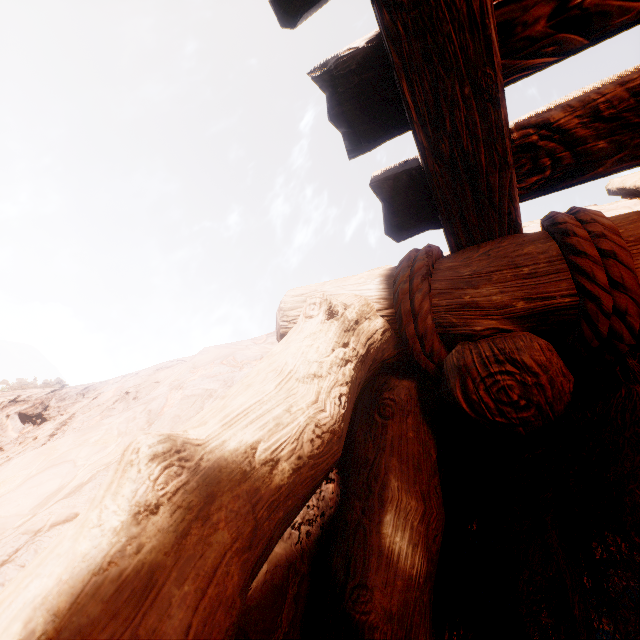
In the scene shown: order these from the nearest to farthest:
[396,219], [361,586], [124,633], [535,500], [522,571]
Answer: [124,633]
[361,586]
[396,219]
[522,571]
[535,500]

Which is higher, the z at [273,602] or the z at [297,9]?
the z at [297,9]

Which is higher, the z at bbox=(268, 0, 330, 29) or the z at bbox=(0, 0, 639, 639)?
the z at bbox=(268, 0, 330, 29)
